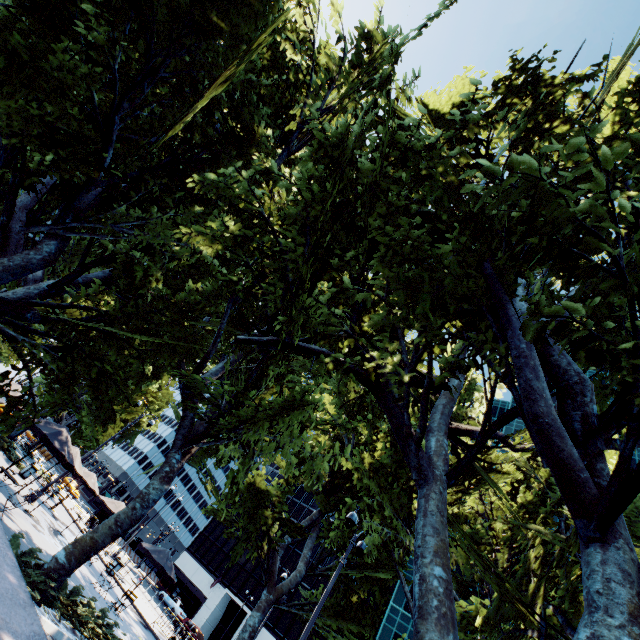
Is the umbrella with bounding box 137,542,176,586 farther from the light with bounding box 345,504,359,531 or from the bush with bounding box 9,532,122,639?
the light with bounding box 345,504,359,531

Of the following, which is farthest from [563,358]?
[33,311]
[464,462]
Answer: [33,311]

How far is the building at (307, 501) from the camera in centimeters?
5745cm

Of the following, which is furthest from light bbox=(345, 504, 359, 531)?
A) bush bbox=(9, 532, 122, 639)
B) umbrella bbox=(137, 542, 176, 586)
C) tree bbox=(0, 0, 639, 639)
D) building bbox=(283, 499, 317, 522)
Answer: building bbox=(283, 499, 317, 522)

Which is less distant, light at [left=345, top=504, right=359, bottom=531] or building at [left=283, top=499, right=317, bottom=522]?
light at [left=345, top=504, right=359, bottom=531]

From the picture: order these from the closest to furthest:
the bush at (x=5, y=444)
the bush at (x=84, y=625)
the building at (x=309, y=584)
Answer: the bush at (x=84, y=625)
the bush at (x=5, y=444)
the building at (x=309, y=584)

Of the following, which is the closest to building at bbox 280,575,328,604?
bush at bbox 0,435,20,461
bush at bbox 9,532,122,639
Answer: bush at bbox 0,435,20,461

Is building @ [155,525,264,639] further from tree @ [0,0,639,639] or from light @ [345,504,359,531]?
light @ [345,504,359,531]
